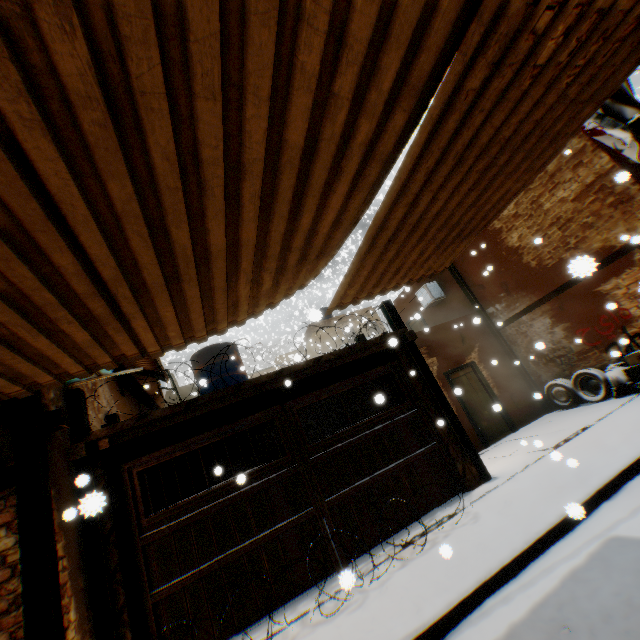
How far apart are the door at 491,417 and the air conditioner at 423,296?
2.4 meters

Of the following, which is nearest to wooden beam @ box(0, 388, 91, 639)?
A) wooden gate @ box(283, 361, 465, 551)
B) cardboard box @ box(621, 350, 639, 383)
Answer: wooden gate @ box(283, 361, 465, 551)

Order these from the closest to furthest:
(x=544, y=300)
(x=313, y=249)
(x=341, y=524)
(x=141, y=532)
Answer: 1. (x=313, y=249)
2. (x=141, y=532)
3. (x=341, y=524)
4. (x=544, y=300)

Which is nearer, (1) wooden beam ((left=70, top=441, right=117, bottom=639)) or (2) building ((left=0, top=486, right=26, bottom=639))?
(2) building ((left=0, top=486, right=26, bottom=639))

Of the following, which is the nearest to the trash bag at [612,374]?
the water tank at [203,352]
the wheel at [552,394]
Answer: the wheel at [552,394]

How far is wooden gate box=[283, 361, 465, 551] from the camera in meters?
6.0

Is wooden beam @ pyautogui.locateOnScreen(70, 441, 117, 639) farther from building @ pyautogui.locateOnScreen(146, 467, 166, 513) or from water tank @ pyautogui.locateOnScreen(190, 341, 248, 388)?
water tank @ pyautogui.locateOnScreen(190, 341, 248, 388)

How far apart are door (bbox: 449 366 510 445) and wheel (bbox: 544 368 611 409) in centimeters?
9cm
